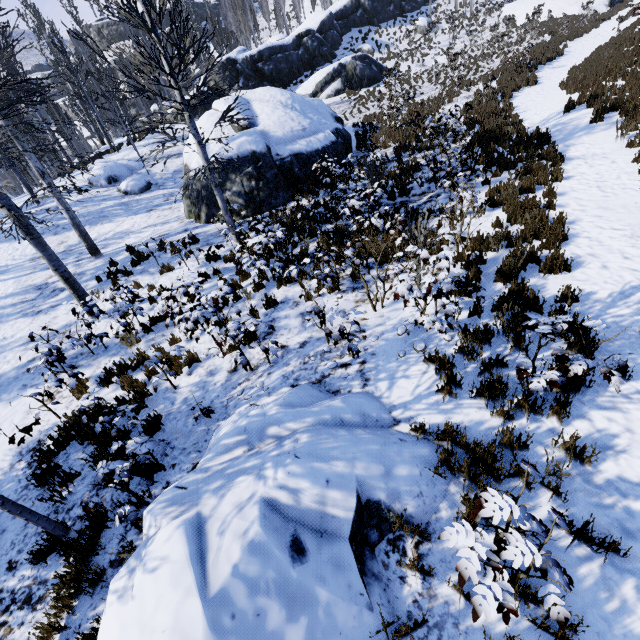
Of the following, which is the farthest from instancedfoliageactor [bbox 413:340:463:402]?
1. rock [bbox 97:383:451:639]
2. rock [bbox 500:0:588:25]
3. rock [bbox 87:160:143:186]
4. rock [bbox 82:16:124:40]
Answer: rock [bbox 82:16:124:40]

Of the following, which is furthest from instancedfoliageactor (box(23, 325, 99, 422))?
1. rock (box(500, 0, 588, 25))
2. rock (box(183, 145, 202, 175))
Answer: rock (box(183, 145, 202, 175))

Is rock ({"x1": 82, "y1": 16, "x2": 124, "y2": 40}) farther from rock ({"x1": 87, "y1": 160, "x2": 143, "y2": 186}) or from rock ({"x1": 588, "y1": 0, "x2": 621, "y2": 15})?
rock ({"x1": 87, "y1": 160, "x2": 143, "y2": 186})

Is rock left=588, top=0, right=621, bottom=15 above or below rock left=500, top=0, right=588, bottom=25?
below

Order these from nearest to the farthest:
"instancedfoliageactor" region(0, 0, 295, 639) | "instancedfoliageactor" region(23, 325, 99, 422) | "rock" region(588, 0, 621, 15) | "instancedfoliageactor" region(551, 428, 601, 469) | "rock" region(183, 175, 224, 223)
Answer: "instancedfoliageactor" region(551, 428, 601, 469) → "instancedfoliageactor" region(0, 0, 295, 639) → "instancedfoliageactor" region(23, 325, 99, 422) → "rock" region(183, 175, 224, 223) → "rock" region(588, 0, 621, 15)

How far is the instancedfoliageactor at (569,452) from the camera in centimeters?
316cm

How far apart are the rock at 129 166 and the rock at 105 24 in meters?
62.8

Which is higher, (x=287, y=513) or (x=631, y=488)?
(x=287, y=513)
